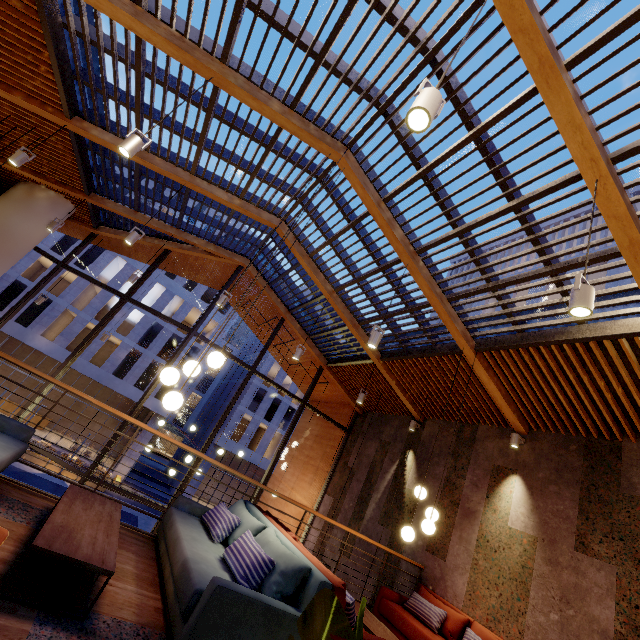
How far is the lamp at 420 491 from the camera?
5.0m

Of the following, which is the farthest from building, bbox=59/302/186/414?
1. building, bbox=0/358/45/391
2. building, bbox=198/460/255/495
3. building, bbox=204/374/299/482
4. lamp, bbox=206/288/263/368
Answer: lamp, bbox=206/288/263/368

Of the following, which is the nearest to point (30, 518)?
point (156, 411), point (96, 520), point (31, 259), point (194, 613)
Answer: point (96, 520)

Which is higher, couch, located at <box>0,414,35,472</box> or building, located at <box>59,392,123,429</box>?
couch, located at <box>0,414,35,472</box>

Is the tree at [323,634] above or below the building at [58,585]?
above

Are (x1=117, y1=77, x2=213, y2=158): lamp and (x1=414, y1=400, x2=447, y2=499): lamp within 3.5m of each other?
no

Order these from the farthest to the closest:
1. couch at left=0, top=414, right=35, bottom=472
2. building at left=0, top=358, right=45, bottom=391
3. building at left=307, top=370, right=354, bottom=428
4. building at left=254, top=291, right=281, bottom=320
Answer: building at left=0, top=358, right=45, bottom=391
building at left=307, top=370, right=354, bottom=428
building at left=254, top=291, right=281, bottom=320
couch at left=0, top=414, right=35, bottom=472

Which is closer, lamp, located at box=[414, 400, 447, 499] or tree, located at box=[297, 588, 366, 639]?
tree, located at box=[297, 588, 366, 639]
